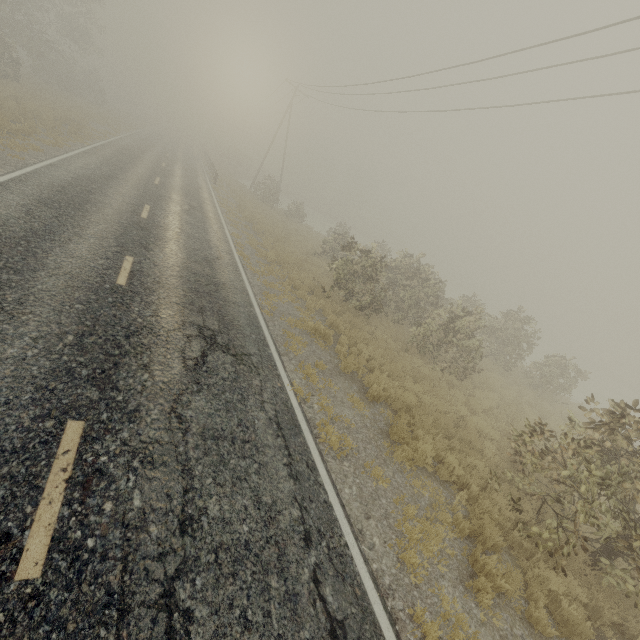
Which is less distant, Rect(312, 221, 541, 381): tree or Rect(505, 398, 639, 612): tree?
Rect(505, 398, 639, 612): tree

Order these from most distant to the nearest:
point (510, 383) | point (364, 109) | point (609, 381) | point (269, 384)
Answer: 1. point (609, 381)
2. point (364, 109)
3. point (510, 383)
4. point (269, 384)

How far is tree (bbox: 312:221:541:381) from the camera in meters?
13.4 m

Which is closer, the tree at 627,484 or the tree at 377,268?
the tree at 627,484

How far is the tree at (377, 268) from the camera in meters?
13.4 m
